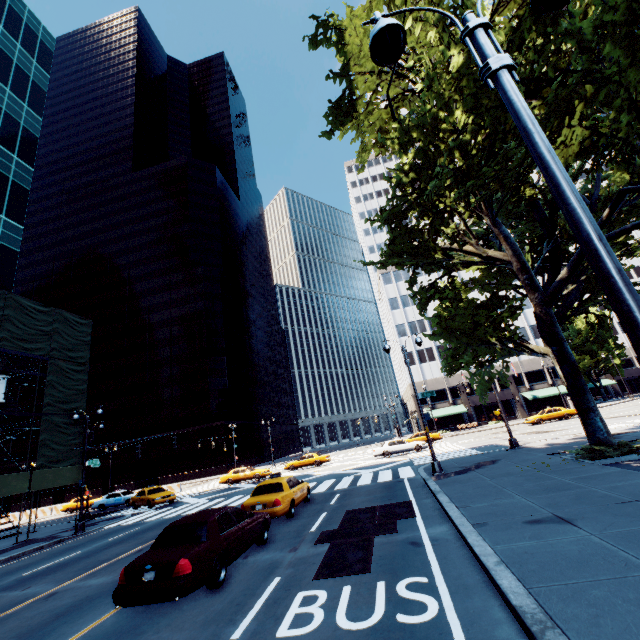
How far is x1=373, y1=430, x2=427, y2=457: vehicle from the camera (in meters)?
30.25

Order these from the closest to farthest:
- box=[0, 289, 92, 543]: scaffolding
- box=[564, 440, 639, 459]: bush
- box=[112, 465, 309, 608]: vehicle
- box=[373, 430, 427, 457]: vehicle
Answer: box=[112, 465, 309, 608]: vehicle
box=[564, 440, 639, 459]: bush
box=[0, 289, 92, 543]: scaffolding
box=[373, 430, 427, 457]: vehicle

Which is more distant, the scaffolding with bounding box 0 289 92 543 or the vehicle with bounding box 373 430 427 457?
the vehicle with bounding box 373 430 427 457

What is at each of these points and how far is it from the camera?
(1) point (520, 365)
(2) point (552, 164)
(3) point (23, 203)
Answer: (1) building, 53.9m
(2) light, 2.9m
(3) building, 28.7m

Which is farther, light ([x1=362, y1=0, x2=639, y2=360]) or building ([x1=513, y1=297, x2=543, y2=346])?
building ([x1=513, y1=297, x2=543, y2=346])

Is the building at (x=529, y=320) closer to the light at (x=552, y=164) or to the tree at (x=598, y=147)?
the tree at (x=598, y=147)

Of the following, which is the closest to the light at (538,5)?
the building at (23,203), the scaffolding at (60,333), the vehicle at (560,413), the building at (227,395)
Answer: the scaffolding at (60,333)

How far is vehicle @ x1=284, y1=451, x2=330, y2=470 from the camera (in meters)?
35.34
